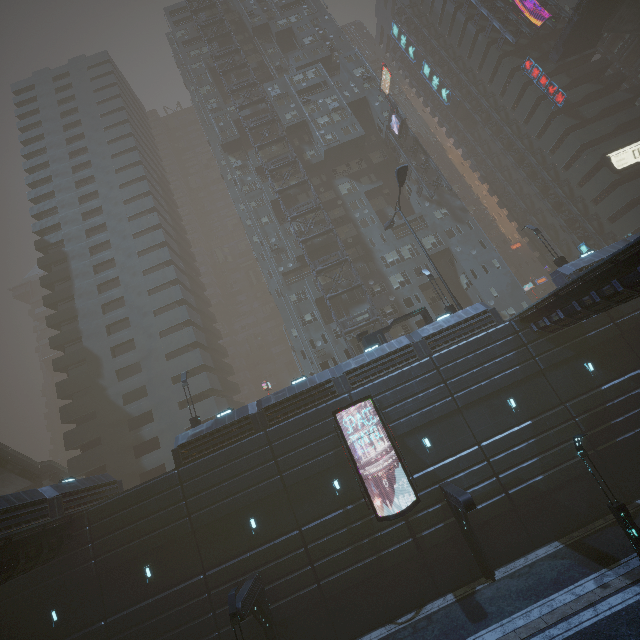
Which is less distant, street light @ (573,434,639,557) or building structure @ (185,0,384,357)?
street light @ (573,434,639,557)

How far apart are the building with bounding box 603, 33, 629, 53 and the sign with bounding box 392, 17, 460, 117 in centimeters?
2438cm

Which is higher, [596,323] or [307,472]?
[596,323]

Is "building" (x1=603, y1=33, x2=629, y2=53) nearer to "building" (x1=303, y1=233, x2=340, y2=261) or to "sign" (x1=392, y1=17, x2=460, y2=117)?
"building" (x1=303, y1=233, x2=340, y2=261)

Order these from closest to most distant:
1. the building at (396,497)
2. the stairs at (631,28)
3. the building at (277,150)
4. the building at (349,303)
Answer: the building at (396,497) → the building at (349,303) → the stairs at (631,28) → the building at (277,150)

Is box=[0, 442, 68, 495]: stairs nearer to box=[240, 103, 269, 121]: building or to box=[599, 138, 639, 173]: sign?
box=[240, 103, 269, 121]: building

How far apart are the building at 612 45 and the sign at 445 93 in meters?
24.4

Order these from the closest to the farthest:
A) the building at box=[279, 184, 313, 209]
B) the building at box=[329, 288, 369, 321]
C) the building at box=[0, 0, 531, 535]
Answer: the building at box=[0, 0, 531, 535], the building at box=[329, 288, 369, 321], the building at box=[279, 184, 313, 209]
